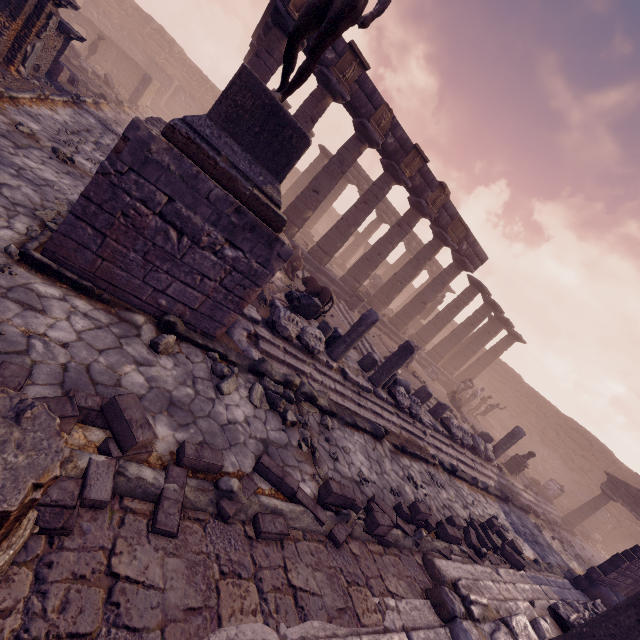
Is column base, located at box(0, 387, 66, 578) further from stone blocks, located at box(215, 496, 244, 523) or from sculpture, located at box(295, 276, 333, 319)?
sculpture, located at box(295, 276, 333, 319)

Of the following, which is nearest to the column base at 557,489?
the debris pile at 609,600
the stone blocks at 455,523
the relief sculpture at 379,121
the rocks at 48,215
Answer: the debris pile at 609,600

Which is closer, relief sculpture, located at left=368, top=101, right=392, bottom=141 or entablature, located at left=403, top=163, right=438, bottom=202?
relief sculpture, located at left=368, top=101, right=392, bottom=141

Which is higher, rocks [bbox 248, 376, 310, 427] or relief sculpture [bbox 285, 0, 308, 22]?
relief sculpture [bbox 285, 0, 308, 22]

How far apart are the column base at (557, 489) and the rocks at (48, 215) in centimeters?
2271cm

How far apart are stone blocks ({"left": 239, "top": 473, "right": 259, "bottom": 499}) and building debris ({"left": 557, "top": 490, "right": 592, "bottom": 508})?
26.82m

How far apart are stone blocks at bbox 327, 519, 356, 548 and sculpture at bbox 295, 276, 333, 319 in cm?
556

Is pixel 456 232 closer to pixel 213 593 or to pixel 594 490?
pixel 213 593
